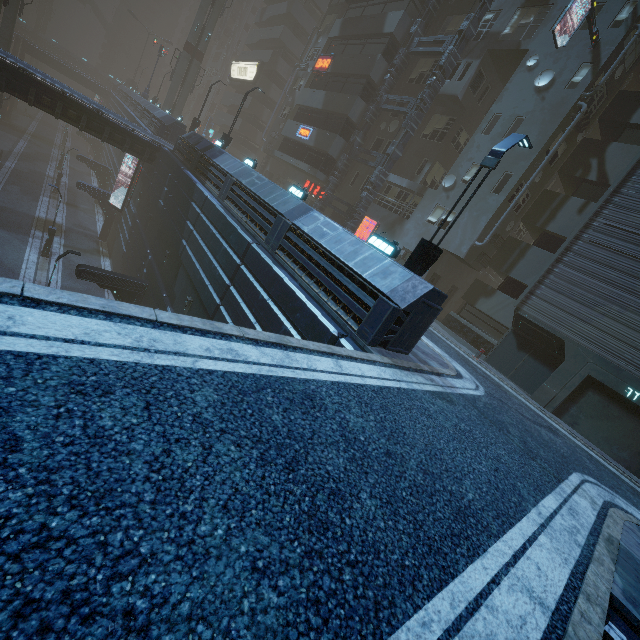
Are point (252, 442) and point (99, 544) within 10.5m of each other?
yes

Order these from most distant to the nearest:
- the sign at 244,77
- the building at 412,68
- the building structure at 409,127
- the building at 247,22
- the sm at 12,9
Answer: the sign at 244,77
the sm at 12,9
the building at 412,68
the building structure at 409,127
the building at 247,22

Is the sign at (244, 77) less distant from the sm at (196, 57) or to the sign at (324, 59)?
the sm at (196, 57)

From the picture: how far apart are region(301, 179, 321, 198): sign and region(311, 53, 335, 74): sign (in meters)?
8.47

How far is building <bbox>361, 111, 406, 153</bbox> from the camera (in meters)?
25.05

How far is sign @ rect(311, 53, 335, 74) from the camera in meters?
27.9

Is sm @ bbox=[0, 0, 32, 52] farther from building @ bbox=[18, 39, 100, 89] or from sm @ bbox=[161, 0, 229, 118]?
sm @ bbox=[161, 0, 229, 118]
